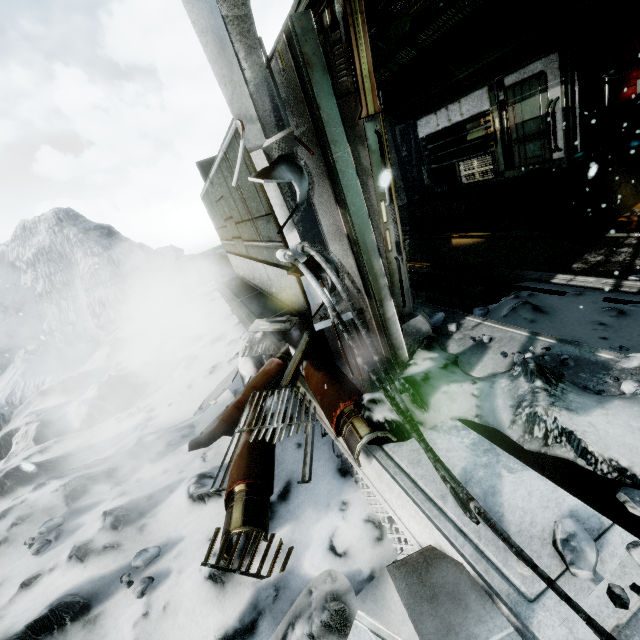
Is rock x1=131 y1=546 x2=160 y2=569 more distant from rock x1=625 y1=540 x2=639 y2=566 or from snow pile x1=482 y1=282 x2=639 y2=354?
rock x1=625 y1=540 x2=639 y2=566

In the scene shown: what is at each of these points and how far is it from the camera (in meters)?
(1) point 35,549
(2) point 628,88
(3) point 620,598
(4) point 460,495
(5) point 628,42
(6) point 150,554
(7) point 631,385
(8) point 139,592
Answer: (1) rock, 2.39
(2) cloth, 7.91
(3) rock, 1.18
(4) wires, 1.66
(5) cloth, 7.62
(6) rock, 2.21
(7) rock, 1.92
(8) rock, 2.01

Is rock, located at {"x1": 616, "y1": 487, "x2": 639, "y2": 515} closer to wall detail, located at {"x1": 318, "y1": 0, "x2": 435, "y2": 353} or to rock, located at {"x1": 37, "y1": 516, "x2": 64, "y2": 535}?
wall detail, located at {"x1": 318, "y1": 0, "x2": 435, "y2": 353}

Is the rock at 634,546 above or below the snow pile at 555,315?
above

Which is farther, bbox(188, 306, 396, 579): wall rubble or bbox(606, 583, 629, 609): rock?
bbox(188, 306, 396, 579): wall rubble

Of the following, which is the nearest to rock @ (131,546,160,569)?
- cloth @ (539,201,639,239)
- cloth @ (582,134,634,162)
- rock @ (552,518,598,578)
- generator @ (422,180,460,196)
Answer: rock @ (552,518,598,578)

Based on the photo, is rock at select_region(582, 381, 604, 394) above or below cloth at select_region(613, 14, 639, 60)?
below

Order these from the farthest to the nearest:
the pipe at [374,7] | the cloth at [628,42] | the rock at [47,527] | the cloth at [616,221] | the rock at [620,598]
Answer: the cloth at [628,42], the pipe at [374,7], the cloth at [616,221], the rock at [47,527], the rock at [620,598]
